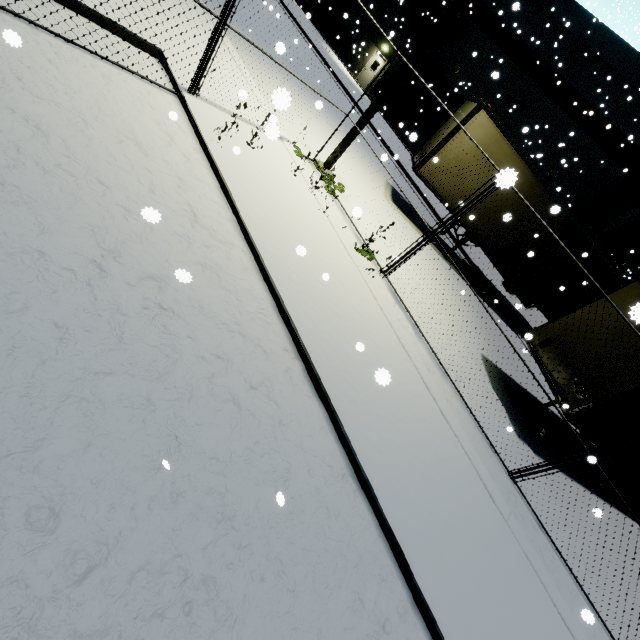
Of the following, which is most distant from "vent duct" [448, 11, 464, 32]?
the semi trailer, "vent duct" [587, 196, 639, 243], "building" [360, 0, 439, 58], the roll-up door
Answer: "vent duct" [587, 196, 639, 243]

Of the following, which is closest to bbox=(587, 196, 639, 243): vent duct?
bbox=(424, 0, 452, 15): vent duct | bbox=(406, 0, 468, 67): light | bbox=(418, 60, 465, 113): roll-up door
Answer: bbox=(406, 0, 468, 67): light

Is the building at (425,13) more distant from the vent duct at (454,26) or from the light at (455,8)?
the light at (455,8)

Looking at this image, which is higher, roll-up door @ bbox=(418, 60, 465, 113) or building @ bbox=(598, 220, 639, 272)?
building @ bbox=(598, 220, 639, 272)

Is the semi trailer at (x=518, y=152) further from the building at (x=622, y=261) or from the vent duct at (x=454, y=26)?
the vent duct at (x=454, y=26)

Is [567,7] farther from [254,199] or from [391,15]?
[254,199]

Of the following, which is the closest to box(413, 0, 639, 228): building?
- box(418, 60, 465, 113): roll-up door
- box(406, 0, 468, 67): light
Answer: box(418, 60, 465, 113): roll-up door

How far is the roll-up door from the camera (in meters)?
22.47
